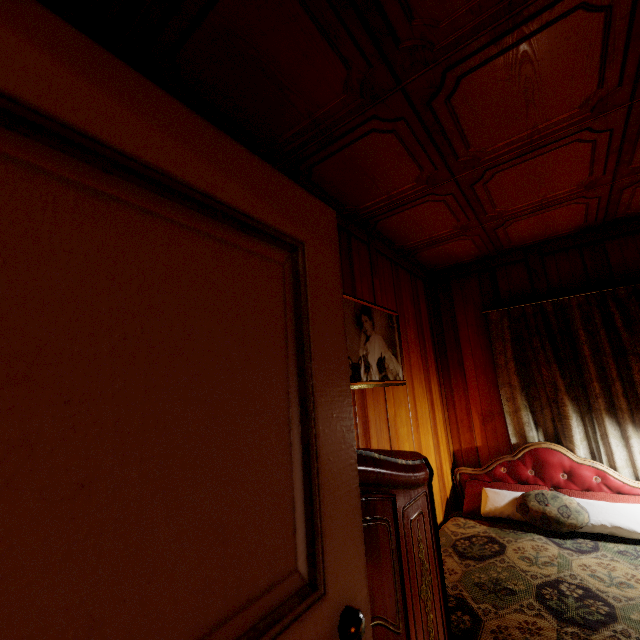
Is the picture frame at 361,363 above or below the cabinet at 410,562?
above

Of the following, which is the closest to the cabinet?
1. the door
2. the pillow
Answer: the door

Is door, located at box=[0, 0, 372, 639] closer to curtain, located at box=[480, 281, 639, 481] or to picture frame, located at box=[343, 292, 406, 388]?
picture frame, located at box=[343, 292, 406, 388]

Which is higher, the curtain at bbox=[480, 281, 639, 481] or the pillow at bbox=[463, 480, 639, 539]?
the curtain at bbox=[480, 281, 639, 481]

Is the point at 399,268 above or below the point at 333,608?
above

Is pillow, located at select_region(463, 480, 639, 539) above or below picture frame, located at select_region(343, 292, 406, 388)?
below

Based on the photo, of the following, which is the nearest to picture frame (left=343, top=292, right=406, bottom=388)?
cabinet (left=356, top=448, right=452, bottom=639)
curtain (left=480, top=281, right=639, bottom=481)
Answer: cabinet (left=356, top=448, right=452, bottom=639)

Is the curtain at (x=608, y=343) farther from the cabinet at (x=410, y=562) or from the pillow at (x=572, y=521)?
the cabinet at (x=410, y=562)
